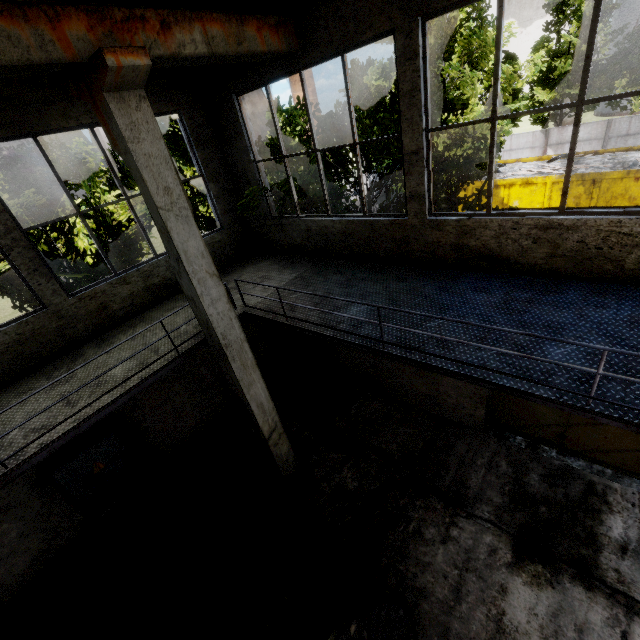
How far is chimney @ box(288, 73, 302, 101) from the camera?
58.16m

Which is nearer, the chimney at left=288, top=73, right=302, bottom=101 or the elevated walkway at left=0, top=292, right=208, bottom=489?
the elevated walkway at left=0, top=292, right=208, bottom=489

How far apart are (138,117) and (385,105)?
15.2 meters

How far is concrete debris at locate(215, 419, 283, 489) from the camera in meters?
7.5

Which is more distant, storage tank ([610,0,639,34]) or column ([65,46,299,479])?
storage tank ([610,0,639,34])

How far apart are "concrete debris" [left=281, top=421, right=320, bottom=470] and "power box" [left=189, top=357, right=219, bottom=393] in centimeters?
143cm

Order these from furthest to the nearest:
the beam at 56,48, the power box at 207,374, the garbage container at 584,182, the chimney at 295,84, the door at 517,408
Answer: the chimney at 295,84 → the garbage container at 584,182 → the power box at 207,374 → the door at 517,408 → the beam at 56,48

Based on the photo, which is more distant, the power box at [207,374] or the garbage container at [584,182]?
the garbage container at [584,182]
